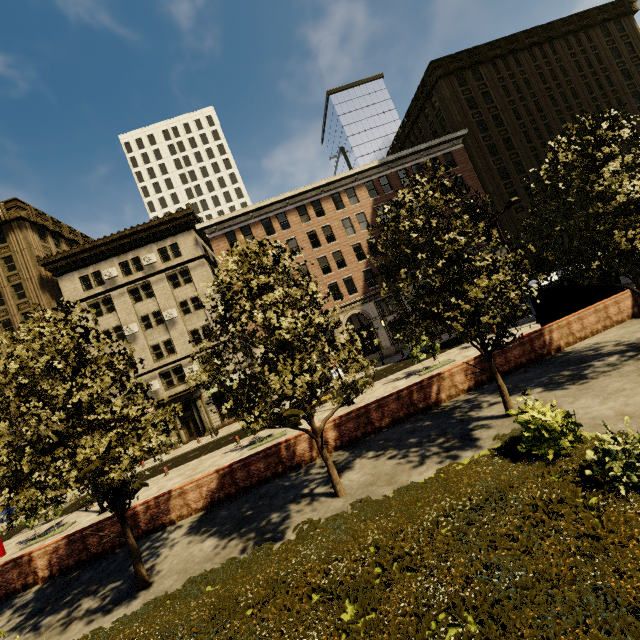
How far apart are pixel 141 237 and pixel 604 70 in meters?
57.3

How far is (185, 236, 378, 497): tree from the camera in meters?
8.0 m

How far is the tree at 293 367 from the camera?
8.0 meters

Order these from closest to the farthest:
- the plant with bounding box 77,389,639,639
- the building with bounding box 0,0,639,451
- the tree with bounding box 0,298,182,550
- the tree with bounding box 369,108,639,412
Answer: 1. the plant with bounding box 77,389,639,639
2. the tree with bounding box 0,298,182,550
3. the tree with bounding box 369,108,639,412
4. the building with bounding box 0,0,639,451

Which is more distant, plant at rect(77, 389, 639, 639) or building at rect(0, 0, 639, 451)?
building at rect(0, 0, 639, 451)

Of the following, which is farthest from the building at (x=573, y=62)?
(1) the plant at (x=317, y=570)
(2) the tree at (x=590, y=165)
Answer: (1) the plant at (x=317, y=570)

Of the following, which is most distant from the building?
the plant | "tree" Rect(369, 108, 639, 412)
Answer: the plant

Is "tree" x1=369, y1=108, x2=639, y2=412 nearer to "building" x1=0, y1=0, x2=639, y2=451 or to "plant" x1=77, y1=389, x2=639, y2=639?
"plant" x1=77, y1=389, x2=639, y2=639
